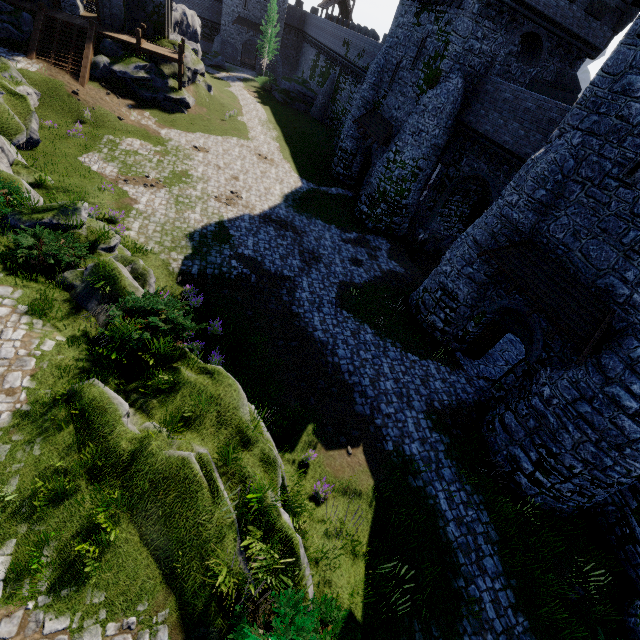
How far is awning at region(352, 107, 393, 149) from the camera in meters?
23.6 m

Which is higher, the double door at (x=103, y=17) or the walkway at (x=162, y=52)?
the double door at (x=103, y=17)

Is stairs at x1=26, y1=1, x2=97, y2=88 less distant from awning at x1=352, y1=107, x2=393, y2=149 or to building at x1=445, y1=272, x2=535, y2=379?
awning at x1=352, y1=107, x2=393, y2=149

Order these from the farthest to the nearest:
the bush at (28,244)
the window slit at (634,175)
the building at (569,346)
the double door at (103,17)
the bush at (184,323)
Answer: the double door at (103,17)
the building at (569,346)
the window slit at (634,175)
the bush at (28,244)
the bush at (184,323)

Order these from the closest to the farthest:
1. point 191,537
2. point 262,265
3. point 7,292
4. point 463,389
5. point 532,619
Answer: point 191,537 → point 7,292 → point 532,619 → point 463,389 → point 262,265

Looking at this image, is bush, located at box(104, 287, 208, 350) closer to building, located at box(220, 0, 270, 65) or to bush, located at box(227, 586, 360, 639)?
bush, located at box(227, 586, 360, 639)

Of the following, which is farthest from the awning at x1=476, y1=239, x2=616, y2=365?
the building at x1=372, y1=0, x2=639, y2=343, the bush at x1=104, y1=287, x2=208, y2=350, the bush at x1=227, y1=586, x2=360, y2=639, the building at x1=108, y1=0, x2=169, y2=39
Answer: the building at x1=108, y1=0, x2=169, y2=39

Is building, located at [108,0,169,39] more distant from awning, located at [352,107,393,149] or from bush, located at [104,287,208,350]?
bush, located at [104,287,208,350]
